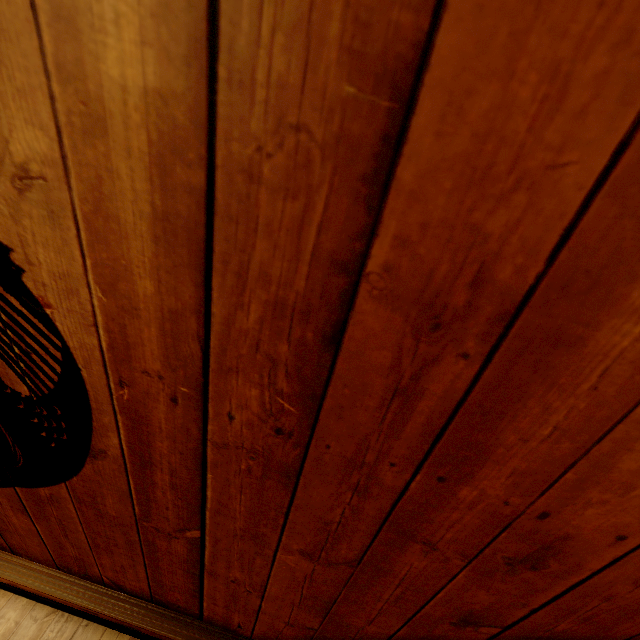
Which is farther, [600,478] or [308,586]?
[308,586]
